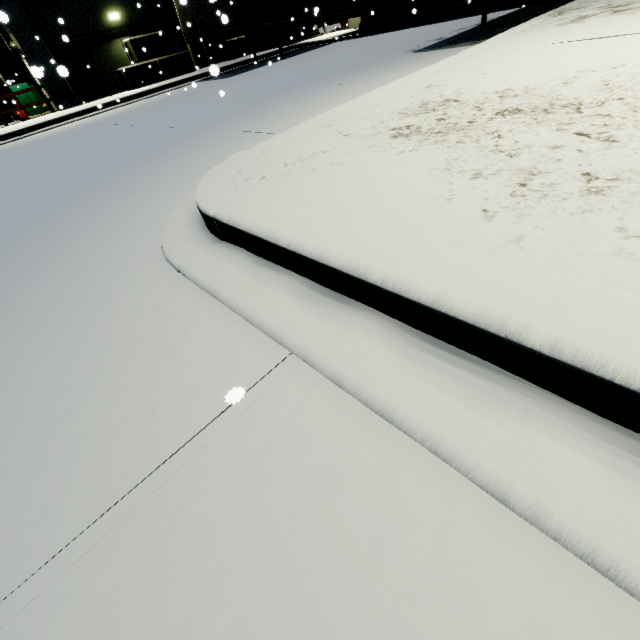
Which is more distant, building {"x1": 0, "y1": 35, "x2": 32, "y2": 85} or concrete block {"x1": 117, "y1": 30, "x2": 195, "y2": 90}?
building {"x1": 0, "y1": 35, "x2": 32, "y2": 85}

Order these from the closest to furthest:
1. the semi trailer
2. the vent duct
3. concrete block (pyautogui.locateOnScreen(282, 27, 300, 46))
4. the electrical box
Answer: the semi trailer
the electrical box
the vent duct
concrete block (pyautogui.locateOnScreen(282, 27, 300, 46))

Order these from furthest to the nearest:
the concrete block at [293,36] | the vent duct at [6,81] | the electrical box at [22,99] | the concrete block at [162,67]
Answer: the concrete block at [293,36] < the vent duct at [6,81] < the electrical box at [22,99] < the concrete block at [162,67]

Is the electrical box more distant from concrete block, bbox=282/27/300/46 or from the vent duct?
concrete block, bbox=282/27/300/46

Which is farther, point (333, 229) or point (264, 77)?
point (264, 77)

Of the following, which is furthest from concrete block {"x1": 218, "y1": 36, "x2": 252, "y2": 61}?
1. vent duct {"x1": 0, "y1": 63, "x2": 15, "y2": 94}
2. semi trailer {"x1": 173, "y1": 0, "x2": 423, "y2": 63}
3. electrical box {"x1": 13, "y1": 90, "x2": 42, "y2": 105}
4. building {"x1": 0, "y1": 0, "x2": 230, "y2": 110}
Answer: vent duct {"x1": 0, "y1": 63, "x2": 15, "y2": 94}

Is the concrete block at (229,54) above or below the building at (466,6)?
above

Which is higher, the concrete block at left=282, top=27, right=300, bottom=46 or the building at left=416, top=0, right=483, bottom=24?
the concrete block at left=282, top=27, right=300, bottom=46
